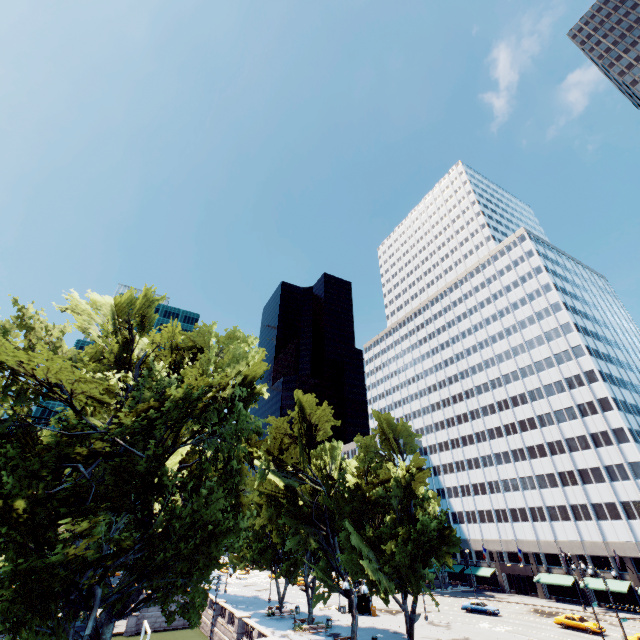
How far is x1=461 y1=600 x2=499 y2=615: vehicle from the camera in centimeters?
4681cm

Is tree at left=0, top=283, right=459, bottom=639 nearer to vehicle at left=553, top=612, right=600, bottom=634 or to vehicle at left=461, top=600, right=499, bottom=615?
vehicle at left=461, top=600, right=499, bottom=615

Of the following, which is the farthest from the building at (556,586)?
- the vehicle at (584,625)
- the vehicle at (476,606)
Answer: the vehicle at (476,606)

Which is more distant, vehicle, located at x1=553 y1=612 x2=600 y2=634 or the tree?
vehicle, located at x1=553 y1=612 x2=600 y2=634

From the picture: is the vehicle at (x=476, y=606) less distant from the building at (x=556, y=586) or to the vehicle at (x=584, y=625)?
the vehicle at (x=584, y=625)

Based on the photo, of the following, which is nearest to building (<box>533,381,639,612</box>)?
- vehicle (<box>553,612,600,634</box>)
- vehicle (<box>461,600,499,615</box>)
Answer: vehicle (<box>553,612,600,634</box>)

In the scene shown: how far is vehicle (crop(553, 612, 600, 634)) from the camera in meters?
38.3 m

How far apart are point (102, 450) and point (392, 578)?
24.3m
